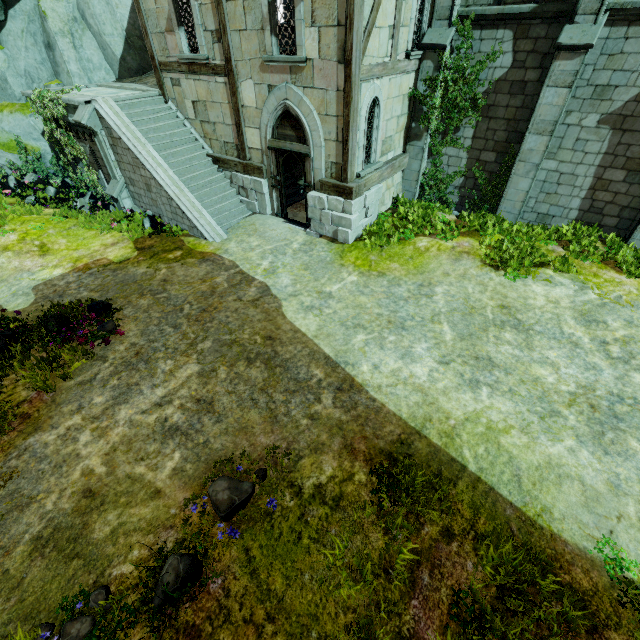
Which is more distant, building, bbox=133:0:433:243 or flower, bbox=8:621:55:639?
building, bbox=133:0:433:243

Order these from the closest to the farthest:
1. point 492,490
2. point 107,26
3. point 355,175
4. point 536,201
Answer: point 492,490 → point 355,175 → point 536,201 → point 107,26

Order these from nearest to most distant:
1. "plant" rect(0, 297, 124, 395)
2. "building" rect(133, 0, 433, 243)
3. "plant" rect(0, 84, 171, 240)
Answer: "plant" rect(0, 297, 124, 395) < "building" rect(133, 0, 433, 243) < "plant" rect(0, 84, 171, 240)

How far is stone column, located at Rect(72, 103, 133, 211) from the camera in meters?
10.7 m

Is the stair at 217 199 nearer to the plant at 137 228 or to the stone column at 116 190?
the stone column at 116 190

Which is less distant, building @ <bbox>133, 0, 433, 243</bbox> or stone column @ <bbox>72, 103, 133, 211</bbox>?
building @ <bbox>133, 0, 433, 243</bbox>

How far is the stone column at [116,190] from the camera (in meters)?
10.68

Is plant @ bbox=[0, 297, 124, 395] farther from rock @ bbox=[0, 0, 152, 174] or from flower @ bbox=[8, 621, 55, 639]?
rock @ bbox=[0, 0, 152, 174]
